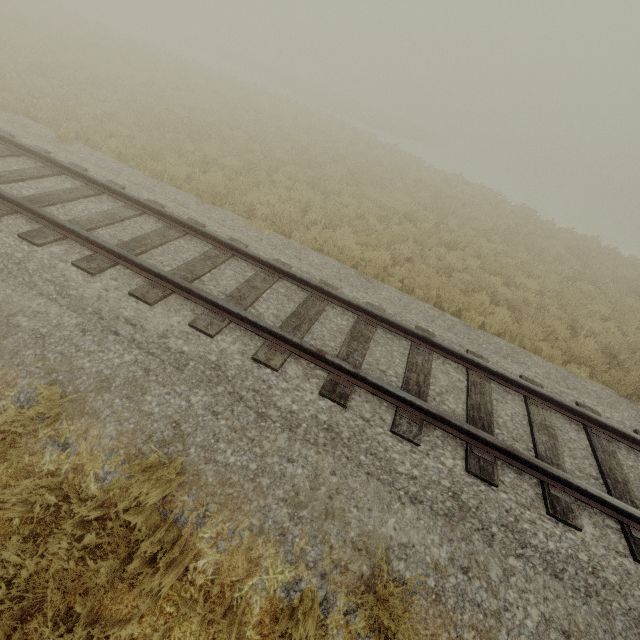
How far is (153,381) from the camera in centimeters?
373cm
